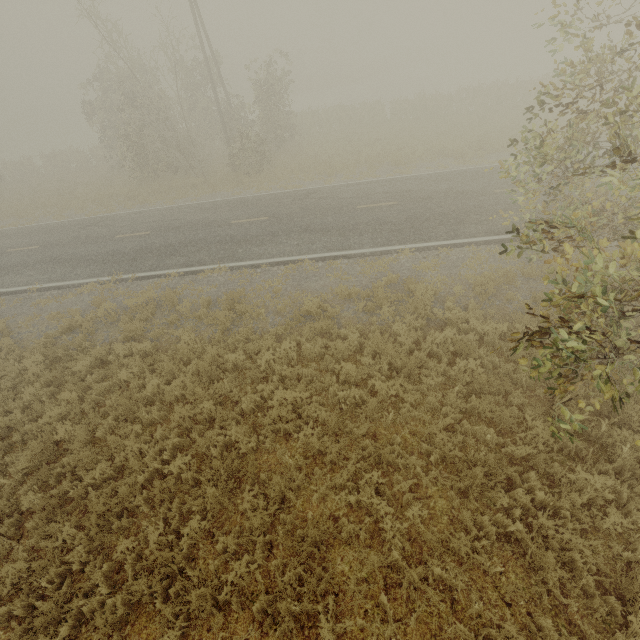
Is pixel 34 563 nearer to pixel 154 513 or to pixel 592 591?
pixel 154 513
